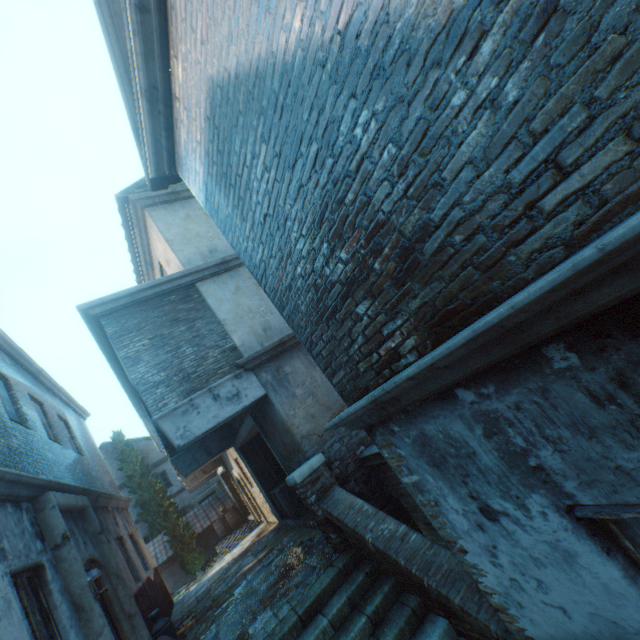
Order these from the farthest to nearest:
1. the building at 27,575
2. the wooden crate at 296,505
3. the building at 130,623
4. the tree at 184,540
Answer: the tree at 184,540 → the wooden crate at 296,505 → the building at 130,623 → the building at 27,575

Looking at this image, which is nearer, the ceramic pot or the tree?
the ceramic pot

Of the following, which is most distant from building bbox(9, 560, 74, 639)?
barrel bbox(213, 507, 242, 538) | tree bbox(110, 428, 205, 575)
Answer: barrel bbox(213, 507, 242, 538)

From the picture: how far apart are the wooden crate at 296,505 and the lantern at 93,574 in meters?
5.3 m

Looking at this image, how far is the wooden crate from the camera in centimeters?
969cm

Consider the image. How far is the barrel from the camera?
17.9m

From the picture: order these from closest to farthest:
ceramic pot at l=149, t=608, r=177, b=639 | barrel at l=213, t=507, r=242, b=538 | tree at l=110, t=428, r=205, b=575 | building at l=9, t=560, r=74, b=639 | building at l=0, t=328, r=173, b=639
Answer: building at l=9, t=560, r=74, b=639, building at l=0, t=328, r=173, b=639, ceramic pot at l=149, t=608, r=177, b=639, tree at l=110, t=428, r=205, b=575, barrel at l=213, t=507, r=242, b=538

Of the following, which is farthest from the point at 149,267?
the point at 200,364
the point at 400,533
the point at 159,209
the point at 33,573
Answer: the point at 400,533
